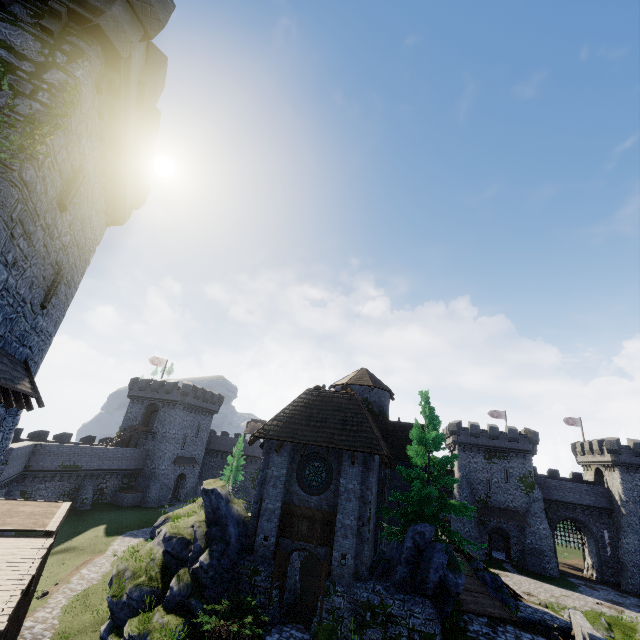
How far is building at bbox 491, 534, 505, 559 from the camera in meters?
45.7 m

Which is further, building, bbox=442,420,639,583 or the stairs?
building, bbox=442,420,639,583

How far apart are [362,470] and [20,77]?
18.1m

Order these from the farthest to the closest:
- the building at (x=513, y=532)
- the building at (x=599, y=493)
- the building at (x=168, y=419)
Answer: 1. the building at (x=168, y=419)
2. the building at (x=599, y=493)
3. the building at (x=513, y=532)

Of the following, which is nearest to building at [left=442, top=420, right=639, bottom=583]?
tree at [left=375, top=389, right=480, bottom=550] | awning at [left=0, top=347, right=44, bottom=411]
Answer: tree at [left=375, top=389, right=480, bottom=550]

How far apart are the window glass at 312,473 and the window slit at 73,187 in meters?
14.8 m

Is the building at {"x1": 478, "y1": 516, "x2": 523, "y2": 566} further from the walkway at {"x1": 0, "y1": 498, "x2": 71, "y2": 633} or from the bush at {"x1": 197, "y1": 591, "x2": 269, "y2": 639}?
the walkway at {"x1": 0, "y1": 498, "x2": 71, "y2": 633}

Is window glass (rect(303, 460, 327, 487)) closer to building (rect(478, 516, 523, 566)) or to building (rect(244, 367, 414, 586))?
building (rect(244, 367, 414, 586))
